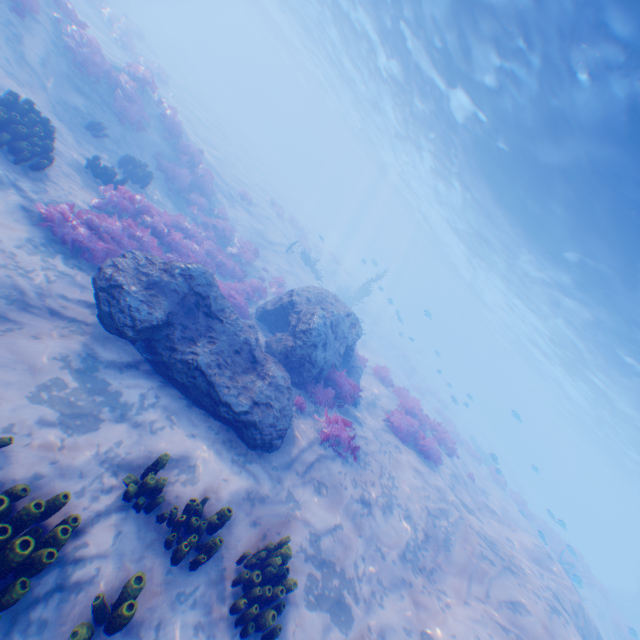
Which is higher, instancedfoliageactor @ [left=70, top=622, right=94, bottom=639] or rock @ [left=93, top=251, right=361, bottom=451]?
rock @ [left=93, top=251, right=361, bottom=451]

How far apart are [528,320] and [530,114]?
27.0 meters

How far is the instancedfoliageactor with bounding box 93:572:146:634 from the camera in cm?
347

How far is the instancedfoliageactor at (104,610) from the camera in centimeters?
347cm

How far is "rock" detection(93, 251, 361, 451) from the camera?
6.0 meters

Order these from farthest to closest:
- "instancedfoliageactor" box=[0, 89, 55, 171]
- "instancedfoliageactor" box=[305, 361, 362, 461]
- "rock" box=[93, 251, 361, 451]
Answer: "instancedfoliageactor" box=[305, 361, 362, 461], "instancedfoliageactor" box=[0, 89, 55, 171], "rock" box=[93, 251, 361, 451]

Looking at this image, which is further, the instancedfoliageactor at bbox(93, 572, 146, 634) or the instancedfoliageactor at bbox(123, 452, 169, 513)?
the instancedfoliageactor at bbox(123, 452, 169, 513)

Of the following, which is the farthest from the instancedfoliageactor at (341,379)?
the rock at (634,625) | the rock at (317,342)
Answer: the rock at (634,625)
